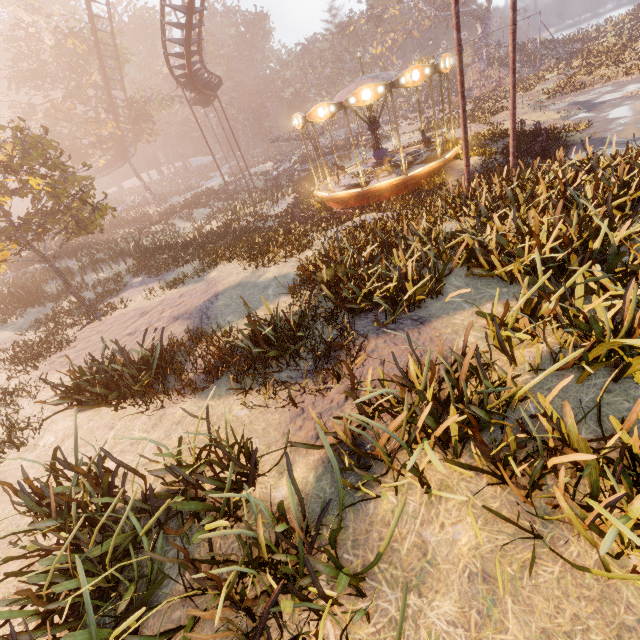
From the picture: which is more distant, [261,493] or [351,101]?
[351,101]

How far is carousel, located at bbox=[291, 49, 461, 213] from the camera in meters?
12.8

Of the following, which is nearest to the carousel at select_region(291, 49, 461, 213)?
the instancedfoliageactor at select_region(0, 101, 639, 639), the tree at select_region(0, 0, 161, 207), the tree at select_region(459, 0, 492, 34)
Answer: the instancedfoliageactor at select_region(0, 101, 639, 639)

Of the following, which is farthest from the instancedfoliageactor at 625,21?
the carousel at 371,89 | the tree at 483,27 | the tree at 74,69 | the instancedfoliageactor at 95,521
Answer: the instancedfoliageactor at 95,521

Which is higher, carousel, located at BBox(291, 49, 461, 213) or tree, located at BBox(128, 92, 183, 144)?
tree, located at BBox(128, 92, 183, 144)

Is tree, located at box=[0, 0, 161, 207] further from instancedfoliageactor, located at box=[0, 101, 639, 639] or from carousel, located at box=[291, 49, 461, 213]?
instancedfoliageactor, located at box=[0, 101, 639, 639]

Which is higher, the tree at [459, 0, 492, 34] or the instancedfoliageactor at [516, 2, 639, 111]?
the tree at [459, 0, 492, 34]

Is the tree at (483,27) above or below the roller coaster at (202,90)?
below
